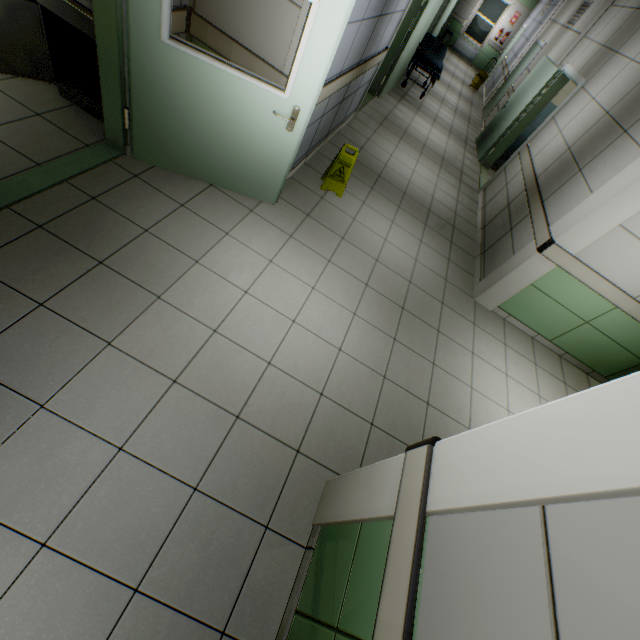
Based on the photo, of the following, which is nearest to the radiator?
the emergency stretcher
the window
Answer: the window

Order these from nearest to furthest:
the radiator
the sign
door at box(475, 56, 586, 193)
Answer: the sign < door at box(475, 56, 586, 193) < the radiator

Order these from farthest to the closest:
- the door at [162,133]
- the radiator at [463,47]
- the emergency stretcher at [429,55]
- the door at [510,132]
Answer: the radiator at [463,47] → the emergency stretcher at [429,55] → the door at [510,132] → the door at [162,133]

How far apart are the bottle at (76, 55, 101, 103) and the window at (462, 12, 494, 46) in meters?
18.6 m

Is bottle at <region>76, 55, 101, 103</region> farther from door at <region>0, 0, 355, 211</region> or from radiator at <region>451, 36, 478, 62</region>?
radiator at <region>451, 36, 478, 62</region>

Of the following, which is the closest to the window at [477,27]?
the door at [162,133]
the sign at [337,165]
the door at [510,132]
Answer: the door at [510,132]

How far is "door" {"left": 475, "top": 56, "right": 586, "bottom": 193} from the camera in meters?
5.9

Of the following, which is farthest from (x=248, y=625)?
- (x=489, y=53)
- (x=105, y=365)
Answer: (x=489, y=53)
